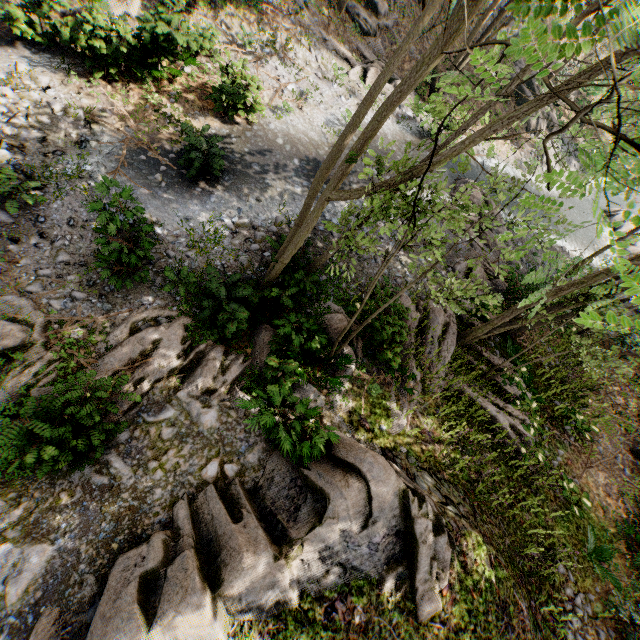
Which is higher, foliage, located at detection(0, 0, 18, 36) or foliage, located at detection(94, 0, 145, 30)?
foliage, located at detection(0, 0, 18, 36)

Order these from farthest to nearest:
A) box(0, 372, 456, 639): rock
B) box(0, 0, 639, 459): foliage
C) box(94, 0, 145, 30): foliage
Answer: box(94, 0, 145, 30): foliage
box(0, 372, 456, 639): rock
box(0, 0, 639, 459): foliage

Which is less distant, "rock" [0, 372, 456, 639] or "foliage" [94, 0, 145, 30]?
"rock" [0, 372, 456, 639]

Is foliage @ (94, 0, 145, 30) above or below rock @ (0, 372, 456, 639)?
below

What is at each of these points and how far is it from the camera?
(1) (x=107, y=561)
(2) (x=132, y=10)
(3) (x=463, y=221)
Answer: (1) rock, 6.1m
(2) foliage, 12.7m
(3) foliage, 6.7m

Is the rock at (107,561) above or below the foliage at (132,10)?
above

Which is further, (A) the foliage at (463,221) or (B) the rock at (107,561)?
(B) the rock at (107,561)

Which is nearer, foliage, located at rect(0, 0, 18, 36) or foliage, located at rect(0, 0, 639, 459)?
foliage, located at rect(0, 0, 639, 459)
